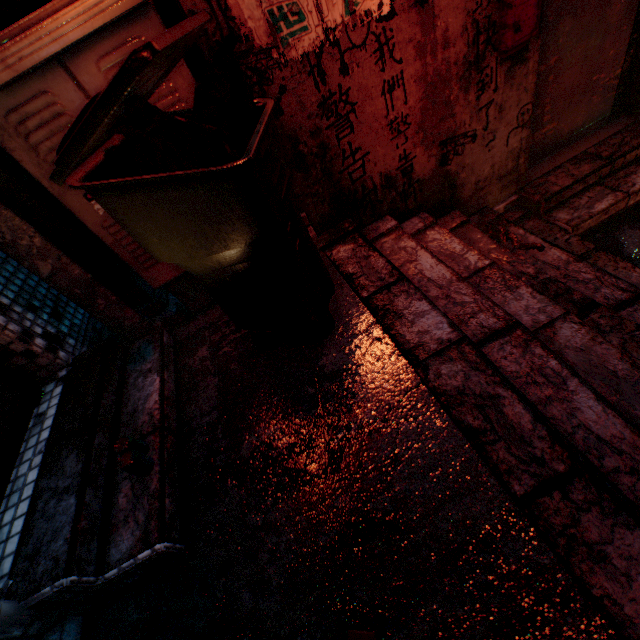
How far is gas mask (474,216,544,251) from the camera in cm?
208

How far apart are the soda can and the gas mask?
2.4m

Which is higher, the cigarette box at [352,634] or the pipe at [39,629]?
the pipe at [39,629]

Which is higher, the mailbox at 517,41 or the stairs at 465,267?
the mailbox at 517,41

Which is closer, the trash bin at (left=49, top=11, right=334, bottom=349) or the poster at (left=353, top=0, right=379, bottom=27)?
the trash bin at (left=49, top=11, right=334, bottom=349)

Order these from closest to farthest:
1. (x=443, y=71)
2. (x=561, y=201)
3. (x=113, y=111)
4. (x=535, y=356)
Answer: (x=113, y=111) < (x=535, y=356) < (x=443, y=71) < (x=561, y=201)

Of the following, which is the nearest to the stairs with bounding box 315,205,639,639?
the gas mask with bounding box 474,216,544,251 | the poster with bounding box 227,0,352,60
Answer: the gas mask with bounding box 474,216,544,251

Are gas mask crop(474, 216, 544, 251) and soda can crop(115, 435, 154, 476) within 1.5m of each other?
no
